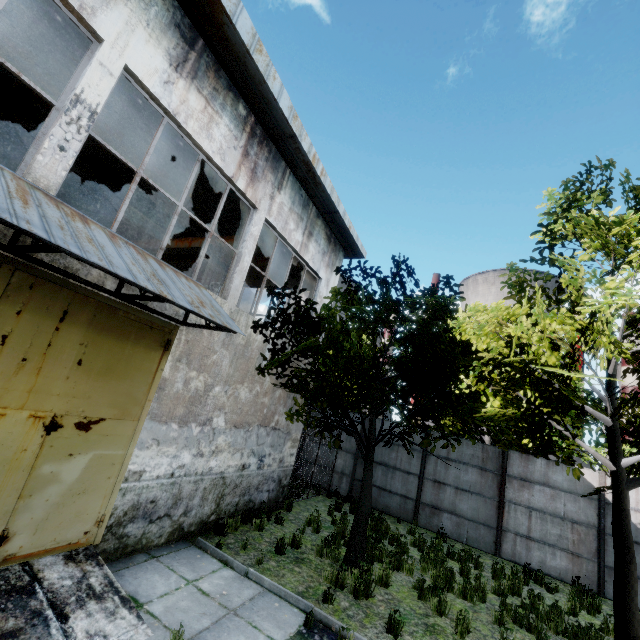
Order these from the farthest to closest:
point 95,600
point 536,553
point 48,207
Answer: point 536,553 < point 95,600 < point 48,207

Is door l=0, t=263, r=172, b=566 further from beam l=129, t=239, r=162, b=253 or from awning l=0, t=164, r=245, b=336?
beam l=129, t=239, r=162, b=253

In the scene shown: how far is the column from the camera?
11.43m

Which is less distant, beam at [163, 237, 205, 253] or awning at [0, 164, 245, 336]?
awning at [0, 164, 245, 336]

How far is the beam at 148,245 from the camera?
13.56m

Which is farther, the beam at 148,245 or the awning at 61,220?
the beam at 148,245

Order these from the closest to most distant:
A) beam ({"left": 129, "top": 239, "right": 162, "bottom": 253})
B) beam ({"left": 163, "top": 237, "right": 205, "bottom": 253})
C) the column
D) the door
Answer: the door → the column → beam ({"left": 163, "top": 237, "right": 205, "bottom": 253}) → beam ({"left": 129, "top": 239, "right": 162, "bottom": 253})

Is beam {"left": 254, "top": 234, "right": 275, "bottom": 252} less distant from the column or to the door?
the column
